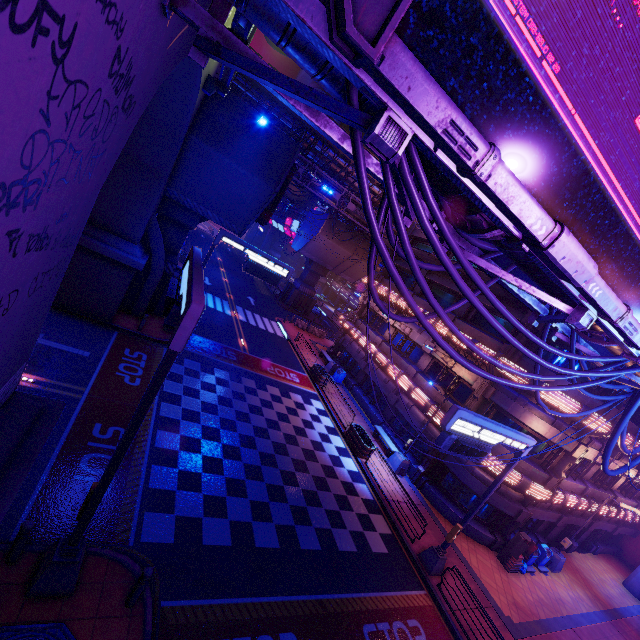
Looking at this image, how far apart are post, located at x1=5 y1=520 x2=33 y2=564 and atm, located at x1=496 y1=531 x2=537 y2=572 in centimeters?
2071cm

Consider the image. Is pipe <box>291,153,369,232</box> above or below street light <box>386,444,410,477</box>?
above

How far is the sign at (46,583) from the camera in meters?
6.0

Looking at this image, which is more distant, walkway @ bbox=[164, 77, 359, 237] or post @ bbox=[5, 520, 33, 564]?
walkway @ bbox=[164, 77, 359, 237]

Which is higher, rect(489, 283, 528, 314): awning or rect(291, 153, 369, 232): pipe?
rect(291, 153, 369, 232): pipe

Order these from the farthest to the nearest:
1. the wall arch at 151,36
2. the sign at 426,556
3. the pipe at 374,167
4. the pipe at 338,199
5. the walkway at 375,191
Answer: the walkway at 375,191 → the pipe at 338,199 → the sign at 426,556 → the pipe at 374,167 → the wall arch at 151,36

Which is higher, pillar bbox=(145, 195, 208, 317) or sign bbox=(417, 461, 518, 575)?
pillar bbox=(145, 195, 208, 317)

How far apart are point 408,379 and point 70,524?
19.2m
